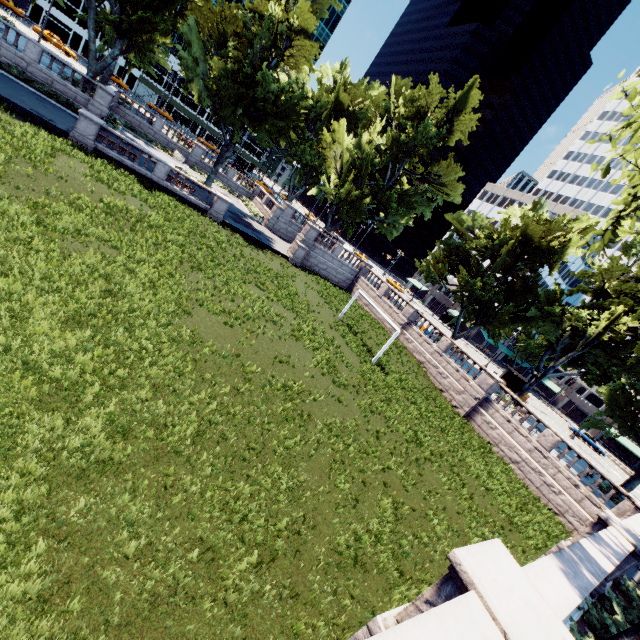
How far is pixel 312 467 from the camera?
10.1m

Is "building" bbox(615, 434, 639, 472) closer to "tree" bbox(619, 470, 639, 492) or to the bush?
"tree" bbox(619, 470, 639, 492)

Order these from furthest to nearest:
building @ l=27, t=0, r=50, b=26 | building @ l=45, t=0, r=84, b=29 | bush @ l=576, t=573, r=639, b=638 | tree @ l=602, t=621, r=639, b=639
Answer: building @ l=45, t=0, r=84, b=29, building @ l=27, t=0, r=50, b=26, bush @ l=576, t=573, r=639, b=638, tree @ l=602, t=621, r=639, b=639

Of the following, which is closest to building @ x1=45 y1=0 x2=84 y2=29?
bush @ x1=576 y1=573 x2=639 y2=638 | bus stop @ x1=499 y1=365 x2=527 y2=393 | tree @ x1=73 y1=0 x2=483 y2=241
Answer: tree @ x1=73 y1=0 x2=483 y2=241

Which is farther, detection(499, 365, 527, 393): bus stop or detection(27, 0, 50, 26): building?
detection(27, 0, 50, 26): building

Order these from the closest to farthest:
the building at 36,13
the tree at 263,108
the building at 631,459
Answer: A: the tree at 263,108, the building at 631,459, the building at 36,13

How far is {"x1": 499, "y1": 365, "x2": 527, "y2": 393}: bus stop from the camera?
40.8m

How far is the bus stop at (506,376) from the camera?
40.8 meters
